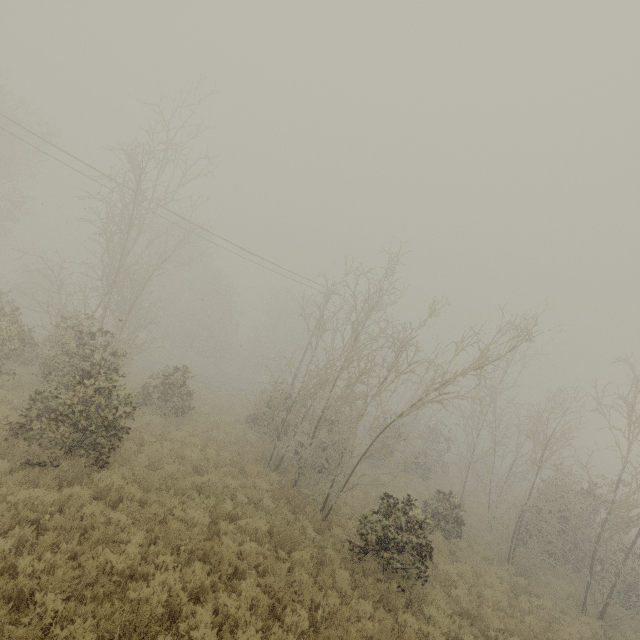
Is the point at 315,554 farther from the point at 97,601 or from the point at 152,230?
the point at 152,230
